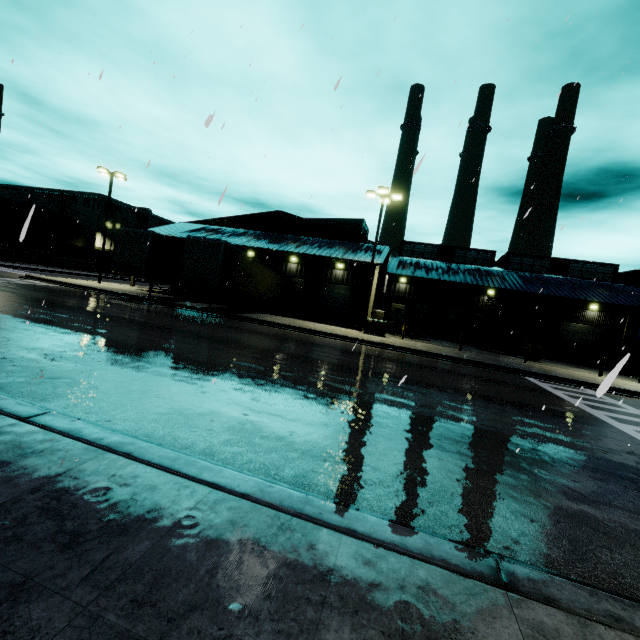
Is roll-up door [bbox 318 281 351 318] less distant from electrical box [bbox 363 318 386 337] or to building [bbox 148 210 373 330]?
building [bbox 148 210 373 330]

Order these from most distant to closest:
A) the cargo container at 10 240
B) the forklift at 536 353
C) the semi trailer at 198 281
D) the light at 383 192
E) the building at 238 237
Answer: the cargo container at 10 240, the building at 238 237, the forklift at 536 353, the light at 383 192, the semi trailer at 198 281

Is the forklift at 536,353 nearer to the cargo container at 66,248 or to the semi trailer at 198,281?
the semi trailer at 198,281

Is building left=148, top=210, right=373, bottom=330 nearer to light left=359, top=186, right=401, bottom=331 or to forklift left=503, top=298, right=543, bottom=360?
forklift left=503, top=298, right=543, bottom=360

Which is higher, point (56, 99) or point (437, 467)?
point (56, 99)

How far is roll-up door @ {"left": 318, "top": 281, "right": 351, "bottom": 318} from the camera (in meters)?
32.69

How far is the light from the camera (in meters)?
21.65
